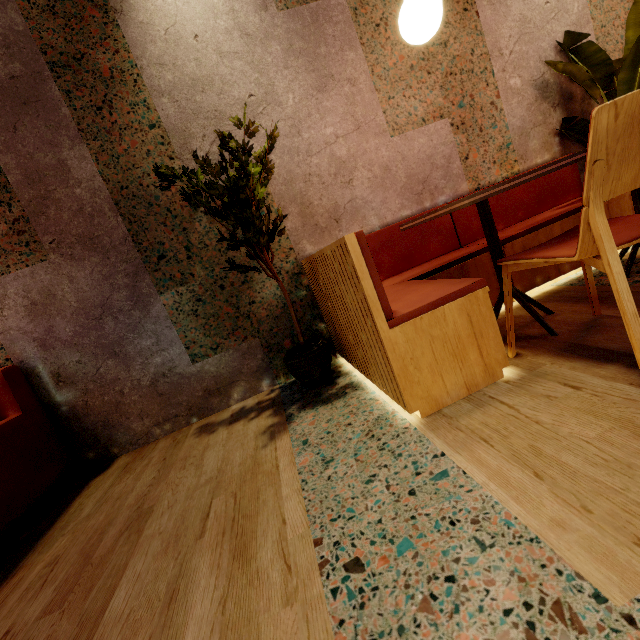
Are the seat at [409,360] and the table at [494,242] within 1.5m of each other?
yes

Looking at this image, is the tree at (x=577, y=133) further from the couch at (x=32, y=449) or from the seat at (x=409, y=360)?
the couch at (x=32, y=449)

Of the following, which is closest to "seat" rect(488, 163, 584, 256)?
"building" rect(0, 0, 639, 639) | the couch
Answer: "building" rect(0, 0, 639, 639)

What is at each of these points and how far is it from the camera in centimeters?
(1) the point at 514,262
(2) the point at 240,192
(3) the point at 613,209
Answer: (1) chair, 131cm
(2) tree, 189cm
(3) seat, 224cm

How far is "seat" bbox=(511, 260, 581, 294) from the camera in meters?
2.2

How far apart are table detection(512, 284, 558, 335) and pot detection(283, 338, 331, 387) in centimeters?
92cm

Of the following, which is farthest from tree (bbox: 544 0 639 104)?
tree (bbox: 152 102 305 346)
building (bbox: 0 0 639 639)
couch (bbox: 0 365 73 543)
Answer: couch (bbox: 0 365 73 543)

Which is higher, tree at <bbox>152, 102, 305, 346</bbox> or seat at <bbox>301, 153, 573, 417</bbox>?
tree at <bbox>152, 102, 305, 346</bbox>
